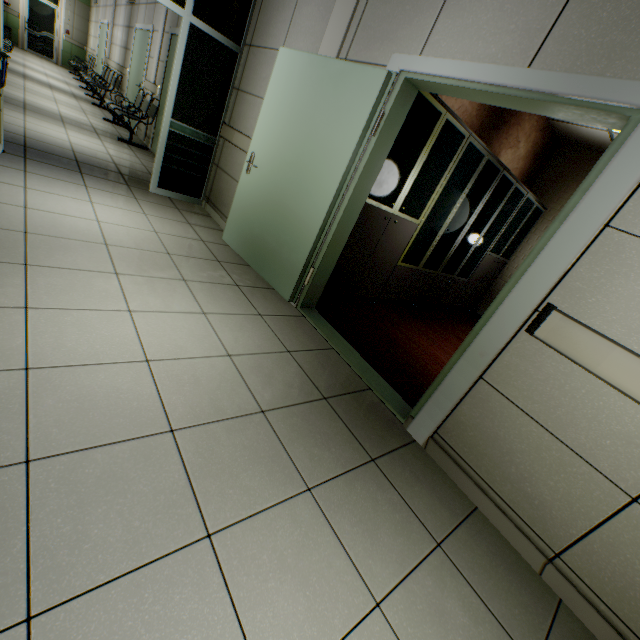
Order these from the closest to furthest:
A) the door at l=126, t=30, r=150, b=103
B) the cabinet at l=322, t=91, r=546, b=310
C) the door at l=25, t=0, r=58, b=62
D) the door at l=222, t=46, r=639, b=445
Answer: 1. the door at l=222, t=46, r=639, b=445
2. the cabinet at l=322, t=91, r=546, b=310
3. the door at l=126, t=30, r=150, b=103
4. the door at l=25, t=0, r=58, b=62

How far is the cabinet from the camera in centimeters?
317cm

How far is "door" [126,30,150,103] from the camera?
7.2m

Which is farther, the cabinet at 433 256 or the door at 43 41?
the door at 43 41

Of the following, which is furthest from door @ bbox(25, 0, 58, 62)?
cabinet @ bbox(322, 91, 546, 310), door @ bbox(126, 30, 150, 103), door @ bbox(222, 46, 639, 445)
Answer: cabinet @ bbox(322, 91, 546, 310)

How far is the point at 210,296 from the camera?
2.70m

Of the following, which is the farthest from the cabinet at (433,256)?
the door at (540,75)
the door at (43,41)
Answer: the door at (43,41)

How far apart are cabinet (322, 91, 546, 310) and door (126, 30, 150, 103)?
7.5 meters
